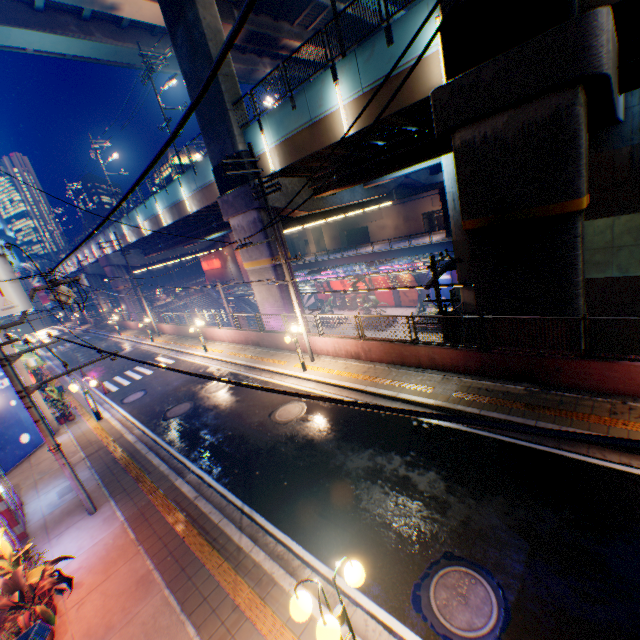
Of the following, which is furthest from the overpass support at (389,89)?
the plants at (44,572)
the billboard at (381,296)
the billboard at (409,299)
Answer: the plants at (44,572)

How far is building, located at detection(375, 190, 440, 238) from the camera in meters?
52.9 m

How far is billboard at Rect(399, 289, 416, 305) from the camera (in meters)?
37.67

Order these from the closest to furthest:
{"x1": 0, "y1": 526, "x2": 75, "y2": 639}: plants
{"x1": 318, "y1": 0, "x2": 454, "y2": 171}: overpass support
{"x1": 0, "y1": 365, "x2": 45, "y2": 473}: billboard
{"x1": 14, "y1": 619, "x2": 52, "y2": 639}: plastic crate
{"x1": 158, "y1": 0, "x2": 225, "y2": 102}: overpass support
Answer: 1. {"x1": 14, "y1": 619, "x2": 52, "y2": 639}: plastic crate
2. {"x1": 0, "y1": 526, "x2": 75, "y2": 639}: plants
3. {"x1": 318, "y1": 0, "x2": 454, "y2": 171}: overpass support
4. {"x1": 0, "y1": 365, "x2": 45, "y2": 473}: billboard
5. {"x1": 158, "y1": 0, "x2": 225, "y2": 102}: overpass support

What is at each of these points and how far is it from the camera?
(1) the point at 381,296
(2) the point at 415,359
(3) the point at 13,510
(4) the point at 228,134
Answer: (1) billboard, 40.9 meters
(2) concrete block, 12.5 meters
(3) vending machine, 9.2 meters
(4) overpass support, 17.0 meters

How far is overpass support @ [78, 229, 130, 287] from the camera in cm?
3975

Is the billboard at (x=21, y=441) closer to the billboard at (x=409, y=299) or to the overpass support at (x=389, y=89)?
the overpass support at (x=389, y=89)
